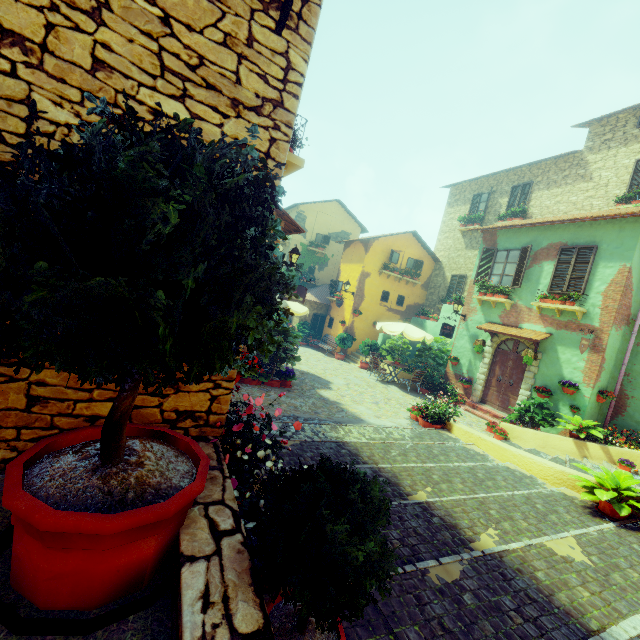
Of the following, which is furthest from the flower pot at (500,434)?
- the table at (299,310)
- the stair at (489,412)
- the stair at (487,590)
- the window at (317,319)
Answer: the window at (317,319)

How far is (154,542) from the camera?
1.8 meters

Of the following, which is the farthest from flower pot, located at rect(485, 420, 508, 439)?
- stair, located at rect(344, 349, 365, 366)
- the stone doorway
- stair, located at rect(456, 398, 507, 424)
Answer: stair, located at rect(344, 349, 365, 366)

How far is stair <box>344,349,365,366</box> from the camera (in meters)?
18.34

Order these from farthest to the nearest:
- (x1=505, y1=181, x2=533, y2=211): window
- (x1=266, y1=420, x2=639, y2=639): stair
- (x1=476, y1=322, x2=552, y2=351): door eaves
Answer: (x1=505, y1=181, x2=533, y2=211): window, (x1=476, y1=322, x2=552, y2=351): door eaves, (x1=266, y1=420, x2=639, y2=639): stair

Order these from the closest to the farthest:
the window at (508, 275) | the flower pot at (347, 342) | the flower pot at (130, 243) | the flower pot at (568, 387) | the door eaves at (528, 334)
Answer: the flower pot at (130, 243), the flower pot at (568, 387), the door eaves at (528, 334), the window at (508, 275), the flower pot at (347, 342)

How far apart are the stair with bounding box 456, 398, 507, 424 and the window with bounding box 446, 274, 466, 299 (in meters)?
7.52

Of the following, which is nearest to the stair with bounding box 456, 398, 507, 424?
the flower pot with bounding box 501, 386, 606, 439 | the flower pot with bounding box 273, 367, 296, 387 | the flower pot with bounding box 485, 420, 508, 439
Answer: the flower pot with bounding box 501, 386, 606, 439
